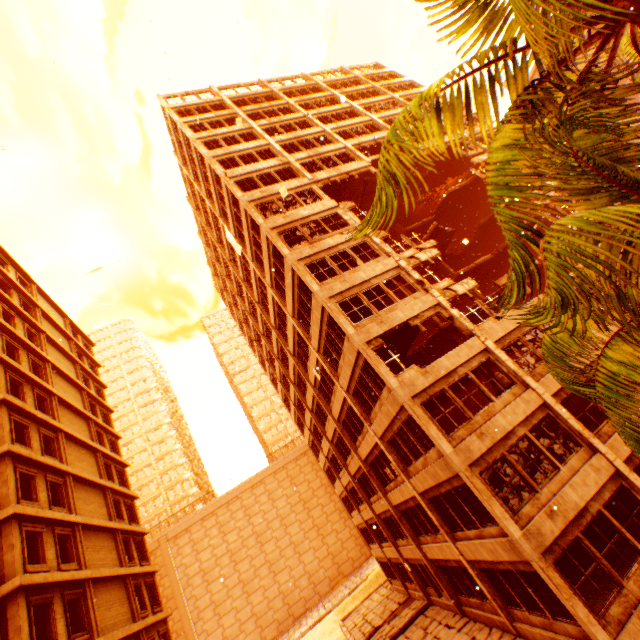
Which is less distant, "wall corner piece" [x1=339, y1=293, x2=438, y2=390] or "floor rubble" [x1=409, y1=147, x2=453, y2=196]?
"wall corner piece" [x1=339, y1=293, x2=438, y2=390]

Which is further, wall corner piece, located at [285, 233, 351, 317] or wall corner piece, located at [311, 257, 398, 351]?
wall corner piece, located at [285, 233, 351, 317]

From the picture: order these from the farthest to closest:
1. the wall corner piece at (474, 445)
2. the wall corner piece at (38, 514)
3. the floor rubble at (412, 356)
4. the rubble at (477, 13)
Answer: the floor rubble at (412, 356) → the wall corner piece at (38, 514) → the wall corner piece at (474, 445) → the rubble at (477, 13)

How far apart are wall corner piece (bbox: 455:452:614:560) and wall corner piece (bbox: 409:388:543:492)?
2.2m

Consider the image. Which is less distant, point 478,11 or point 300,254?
point 478,11

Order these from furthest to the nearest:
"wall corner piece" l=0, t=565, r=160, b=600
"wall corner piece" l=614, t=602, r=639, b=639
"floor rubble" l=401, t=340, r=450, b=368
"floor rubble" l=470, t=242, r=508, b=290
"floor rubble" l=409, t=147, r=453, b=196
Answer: "floor rubble" l=409, t=147, r=453, b=196 → "floor rubble" l=470, t=242, r=508, b=290 → "floor rubble" l=401, t=340, r=450, b=368 → "wall corner piece" l=0, t=565, r=160, b=600 → "wall corner piece" l=614, t=602, r=639, b=639

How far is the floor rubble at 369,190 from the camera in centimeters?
2500cm

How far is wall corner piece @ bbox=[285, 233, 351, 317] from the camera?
17.2 meters
